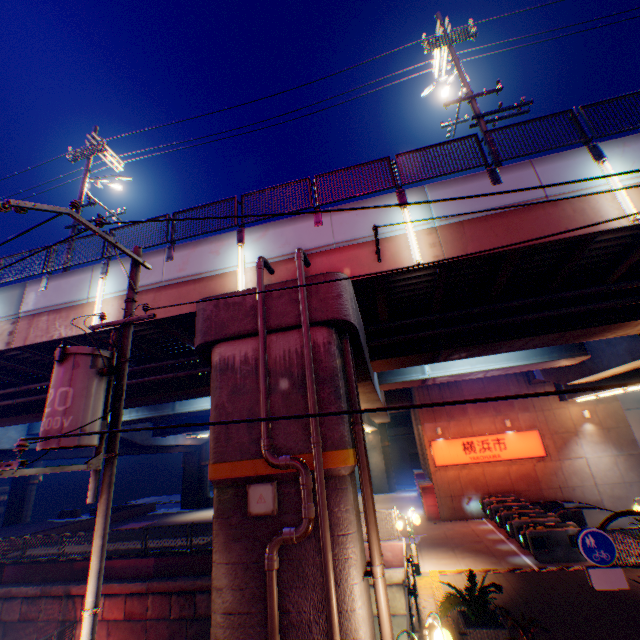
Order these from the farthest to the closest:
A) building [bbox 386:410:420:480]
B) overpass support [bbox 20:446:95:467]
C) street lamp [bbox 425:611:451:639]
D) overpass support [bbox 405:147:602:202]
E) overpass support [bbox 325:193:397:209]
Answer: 1. building [bbox 386:410:420:480]
2. overpass support [bbox 20:446:95:467]
3. overpass support [bbox 325:193:397:209]
4. overpass support [bbox 405:147:602:202]
5. street lamp [bbox 425:611:451:639]

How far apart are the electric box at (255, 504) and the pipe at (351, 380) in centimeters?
179cm

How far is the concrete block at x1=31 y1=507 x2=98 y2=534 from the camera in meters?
27.0

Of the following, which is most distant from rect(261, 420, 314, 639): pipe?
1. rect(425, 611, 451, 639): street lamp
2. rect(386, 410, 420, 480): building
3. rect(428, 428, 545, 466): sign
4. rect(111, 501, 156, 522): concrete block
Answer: rect(386, 410, 420, 480): building

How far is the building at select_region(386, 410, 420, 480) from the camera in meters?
43.6 m

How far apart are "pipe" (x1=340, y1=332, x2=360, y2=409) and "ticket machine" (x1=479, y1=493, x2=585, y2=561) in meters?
11.7

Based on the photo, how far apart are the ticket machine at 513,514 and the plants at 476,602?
6.9m

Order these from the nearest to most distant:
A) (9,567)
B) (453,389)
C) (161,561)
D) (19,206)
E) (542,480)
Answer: (19,206) → (161,561) → (9,567) → (542,480) → (453,389)
